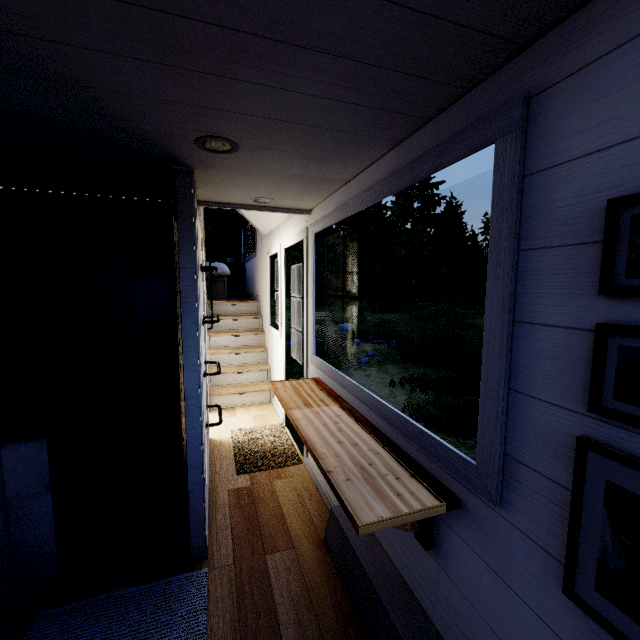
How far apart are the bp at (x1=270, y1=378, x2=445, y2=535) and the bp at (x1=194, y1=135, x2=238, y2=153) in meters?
1.6

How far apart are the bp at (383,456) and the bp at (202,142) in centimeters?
158cm

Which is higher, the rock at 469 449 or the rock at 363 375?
the rock at 363 375

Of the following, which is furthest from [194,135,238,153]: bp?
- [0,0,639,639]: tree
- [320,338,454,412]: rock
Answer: [320,338,454,412]: rock

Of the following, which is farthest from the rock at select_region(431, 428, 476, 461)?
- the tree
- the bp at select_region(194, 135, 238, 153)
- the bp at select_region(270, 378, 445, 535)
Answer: the bp at select_region(194, 135, 238, 153)

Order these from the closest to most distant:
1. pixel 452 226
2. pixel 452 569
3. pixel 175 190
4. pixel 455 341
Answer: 1. pixel 452 569
2. pixel 175 190
3. pixel 455 341
4. pixel 452 226

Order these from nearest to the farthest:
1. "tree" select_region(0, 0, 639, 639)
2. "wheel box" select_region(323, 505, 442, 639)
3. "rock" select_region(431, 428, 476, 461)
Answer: "tree" select_region(0, 0, 639, 639), "wheel box" select_region(323, 505, 442, 639), "rock" select_region(431, 428, 476, 461)

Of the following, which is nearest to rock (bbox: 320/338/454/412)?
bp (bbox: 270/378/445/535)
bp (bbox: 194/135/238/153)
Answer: bp (bbox: 270/378/445/535)
